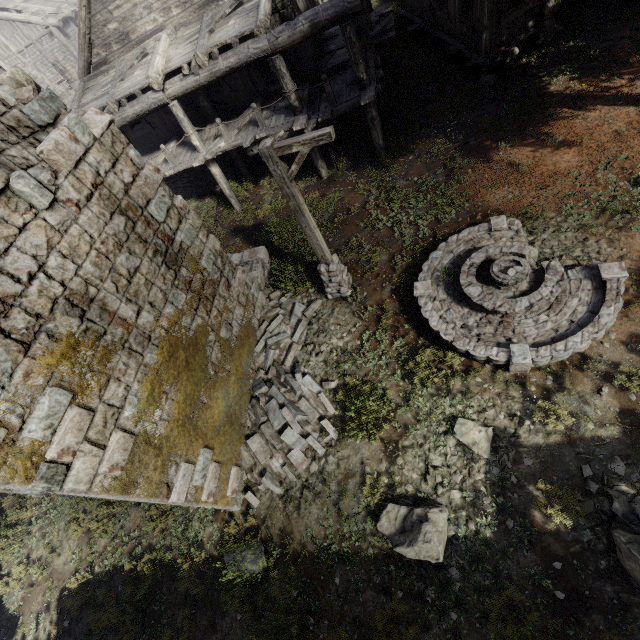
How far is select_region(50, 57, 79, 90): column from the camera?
20.5m

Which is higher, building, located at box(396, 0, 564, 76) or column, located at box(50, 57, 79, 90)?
column, located at box(50, 57, 79, 90)

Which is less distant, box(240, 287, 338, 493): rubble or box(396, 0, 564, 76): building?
box(240, 287, 338, 493): rubble

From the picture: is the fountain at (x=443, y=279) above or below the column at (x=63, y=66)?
below

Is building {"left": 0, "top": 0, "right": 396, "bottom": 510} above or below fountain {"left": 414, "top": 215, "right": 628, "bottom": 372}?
above

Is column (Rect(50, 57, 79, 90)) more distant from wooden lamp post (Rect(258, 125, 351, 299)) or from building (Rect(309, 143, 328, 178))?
wooden lamp post (Rect(258, 125, 351, 299))

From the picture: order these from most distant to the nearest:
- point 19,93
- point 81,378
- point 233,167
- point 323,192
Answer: point 233,167, point 323,192, point 19,93, point 81,378

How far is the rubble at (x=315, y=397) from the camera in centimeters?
791cm
